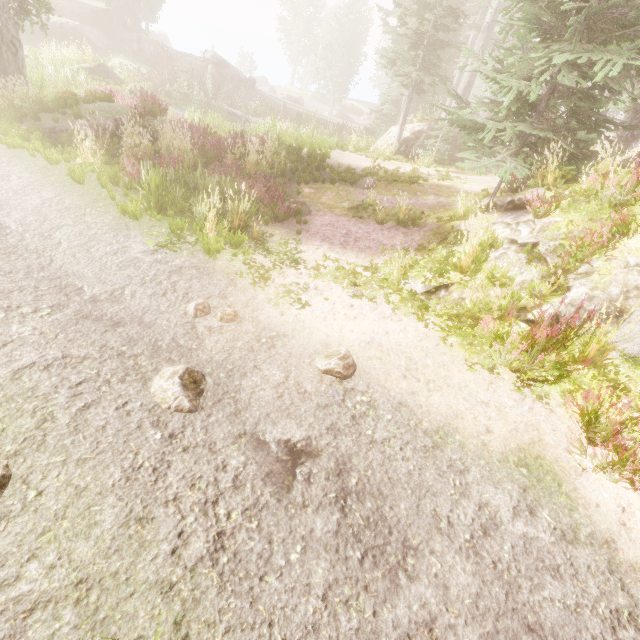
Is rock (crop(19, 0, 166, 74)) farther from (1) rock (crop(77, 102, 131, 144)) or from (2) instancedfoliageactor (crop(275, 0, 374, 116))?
(1) rock (crop(77, 102, 131, 144))

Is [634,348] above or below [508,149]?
below

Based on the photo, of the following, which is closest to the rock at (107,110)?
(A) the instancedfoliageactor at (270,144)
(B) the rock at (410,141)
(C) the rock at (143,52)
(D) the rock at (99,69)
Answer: (A) the instancedfoliageactor at (270,144)

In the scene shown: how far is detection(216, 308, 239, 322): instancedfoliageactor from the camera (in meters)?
5.27

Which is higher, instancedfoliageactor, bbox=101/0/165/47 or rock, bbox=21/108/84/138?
instancedfoliageactor, bbox=101/0/165/47

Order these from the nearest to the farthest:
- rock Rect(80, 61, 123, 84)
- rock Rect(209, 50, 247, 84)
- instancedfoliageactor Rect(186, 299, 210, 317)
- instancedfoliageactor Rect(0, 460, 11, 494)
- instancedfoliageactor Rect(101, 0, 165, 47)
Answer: instancedfoliageactor Rect(0, 460, 11, 494) < instancedfoliageactor Rect(186, 299, 210, 317) < rock Rect(80, 61, 123, 84) < instancedfoliageactor Rect(101, 0, 165, 47) < rock Rect(209, 50, 247, 84)

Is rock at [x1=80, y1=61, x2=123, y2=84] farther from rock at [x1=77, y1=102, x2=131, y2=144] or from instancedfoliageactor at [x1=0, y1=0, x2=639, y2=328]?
rock at [x1=77, y1=102, x2=131, y2=144]

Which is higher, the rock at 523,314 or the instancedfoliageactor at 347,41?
the instancedfoliageactor at 347,41
